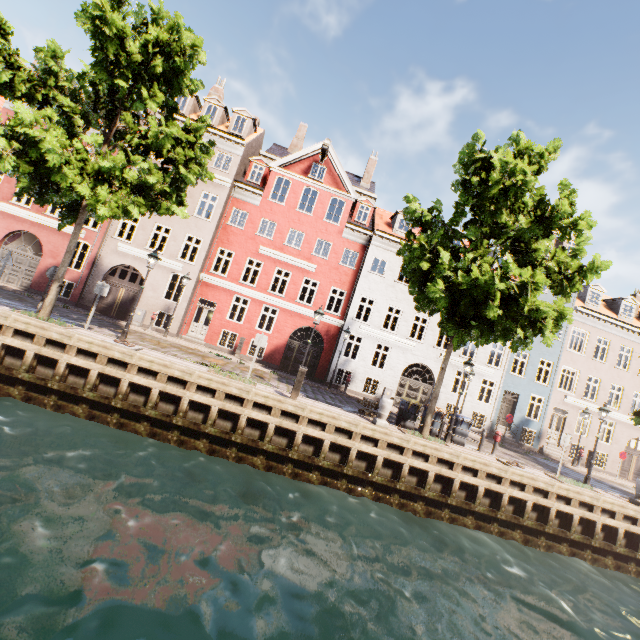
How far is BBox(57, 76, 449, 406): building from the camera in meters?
20.1 m

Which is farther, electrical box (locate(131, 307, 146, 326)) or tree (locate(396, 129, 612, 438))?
electrical box (locate(131, 307, 146, 326))

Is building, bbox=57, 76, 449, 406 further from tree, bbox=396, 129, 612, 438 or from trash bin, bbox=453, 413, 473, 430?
trash bin, bbox=453, 413, 473, 430

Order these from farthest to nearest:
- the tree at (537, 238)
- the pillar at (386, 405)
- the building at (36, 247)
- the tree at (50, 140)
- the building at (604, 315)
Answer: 1. the building at (604, 315)
2. the building at (36, 247)
3. the pillar at (386, 405)
4. the tree at (537, 238)
5. the tree at (50, 140)

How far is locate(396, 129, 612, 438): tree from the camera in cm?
1063

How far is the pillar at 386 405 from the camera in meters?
12.3

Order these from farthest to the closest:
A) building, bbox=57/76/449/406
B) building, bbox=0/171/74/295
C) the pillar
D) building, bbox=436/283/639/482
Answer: building, bbox=436/283/639/482 < building, bbox=57/76/449/406 < building, bbox=0/171/74/295 < the pillar

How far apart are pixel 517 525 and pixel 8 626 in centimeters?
1434cm
